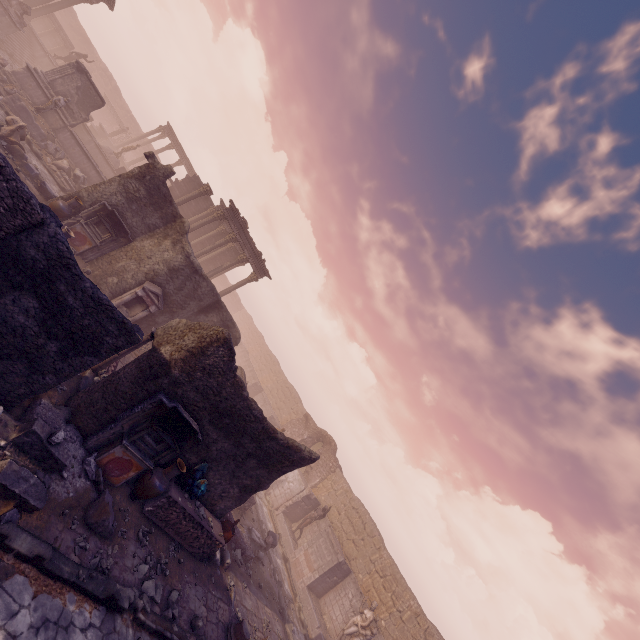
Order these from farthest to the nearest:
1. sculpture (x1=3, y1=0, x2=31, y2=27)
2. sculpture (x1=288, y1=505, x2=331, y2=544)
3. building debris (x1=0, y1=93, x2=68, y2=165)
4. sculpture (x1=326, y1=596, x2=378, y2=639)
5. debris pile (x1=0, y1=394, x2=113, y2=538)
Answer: sculpture (x1=288, y1=505, x2=331, y2=544) → sculpture (x1=3, y1=0, x2=31, y2=27) → building debris (x1=0, y1=93, x2=68, y2=165) → sculpture (x1=326, y1=596, x2=378, y2=639) → debris pile (x1=0, y1=394, x2=113, y2=538)

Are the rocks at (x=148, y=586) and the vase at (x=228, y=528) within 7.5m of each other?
yes

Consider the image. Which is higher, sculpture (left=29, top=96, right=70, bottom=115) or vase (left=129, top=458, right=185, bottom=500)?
sculpture (left=29, top=96, right=70, bottom=115)

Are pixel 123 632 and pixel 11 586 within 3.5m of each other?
yes

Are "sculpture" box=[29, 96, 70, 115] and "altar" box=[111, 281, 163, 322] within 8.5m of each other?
no

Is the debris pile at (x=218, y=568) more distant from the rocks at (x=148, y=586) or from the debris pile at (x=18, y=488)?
the debris pile at (x=18, y=488)

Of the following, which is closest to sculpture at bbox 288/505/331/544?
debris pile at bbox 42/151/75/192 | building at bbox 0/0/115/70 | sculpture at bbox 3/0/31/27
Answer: debris pile at bbox 42/151/75/192

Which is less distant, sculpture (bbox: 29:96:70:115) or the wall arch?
sculpture (bbox: 29:96:70:115)
